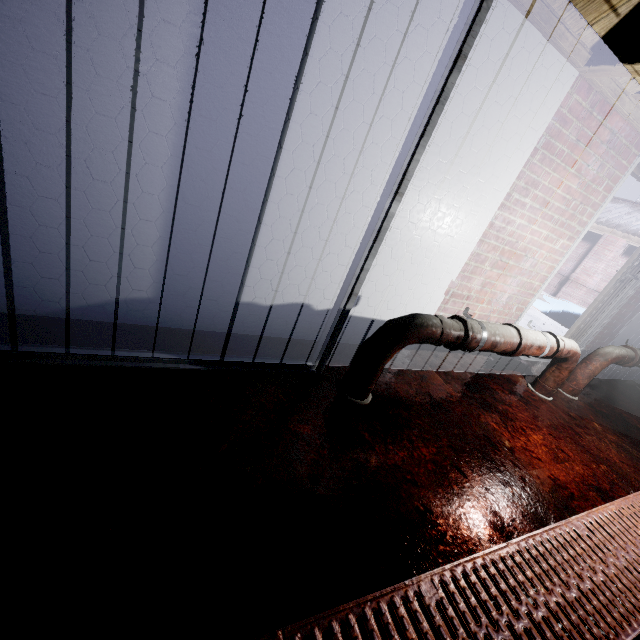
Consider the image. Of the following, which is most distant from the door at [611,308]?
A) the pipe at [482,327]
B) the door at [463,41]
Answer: the door at [463,41]

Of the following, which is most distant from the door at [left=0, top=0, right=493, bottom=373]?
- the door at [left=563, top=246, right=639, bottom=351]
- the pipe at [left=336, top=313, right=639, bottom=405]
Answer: the door at [left=563, top=246, right=639, bottom=351]

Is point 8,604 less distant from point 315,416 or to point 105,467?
point 105,467

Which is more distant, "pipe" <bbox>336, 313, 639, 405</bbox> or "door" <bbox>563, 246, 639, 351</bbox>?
"door" <bbox>563, 246, 639, 351</bbox>

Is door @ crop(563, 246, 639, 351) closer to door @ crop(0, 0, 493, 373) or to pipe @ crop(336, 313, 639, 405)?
pipe @ crop(336, 313, 639, 405)

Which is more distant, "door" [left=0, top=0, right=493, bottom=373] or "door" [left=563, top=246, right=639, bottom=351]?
"door" [left=563, top=246, right=639, bottom=351]
